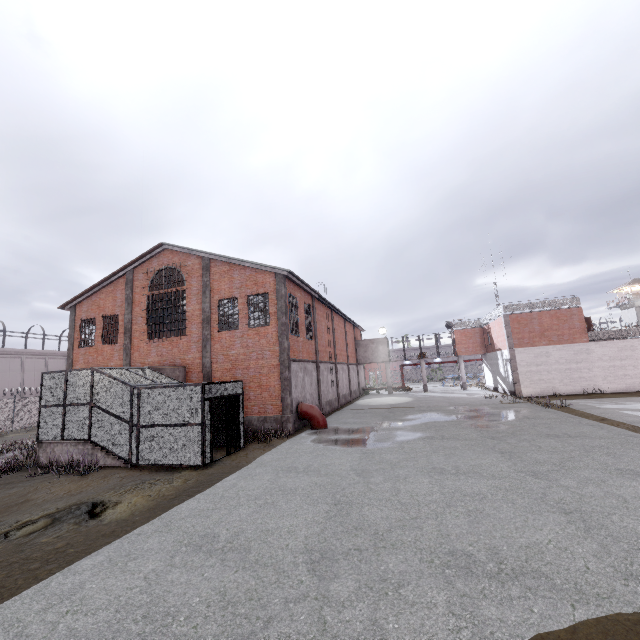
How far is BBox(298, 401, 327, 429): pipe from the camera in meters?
18.0 m

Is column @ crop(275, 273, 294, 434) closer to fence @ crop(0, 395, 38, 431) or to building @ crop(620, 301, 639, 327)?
fence @ crop(0, 395, 38, 431)

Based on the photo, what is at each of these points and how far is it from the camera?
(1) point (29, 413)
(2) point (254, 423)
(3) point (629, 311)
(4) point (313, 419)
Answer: (1) fence, 29.1m
(2) foundation, 17.8m
(3) building, 57.5m
(4) pipe, 18.1m

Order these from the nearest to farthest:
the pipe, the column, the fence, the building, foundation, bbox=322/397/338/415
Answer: the column, the pipe, foundation, bbox=322/397/338/415, the fence, the building

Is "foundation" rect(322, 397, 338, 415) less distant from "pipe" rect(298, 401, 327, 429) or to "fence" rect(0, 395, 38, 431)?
"pipe" rect(298, 401, 327, 429)

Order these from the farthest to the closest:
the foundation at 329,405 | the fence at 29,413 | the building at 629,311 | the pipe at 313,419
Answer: the building at 629,311
the fence at 29,413
the foundation at 329,405
the pipe at 313,419

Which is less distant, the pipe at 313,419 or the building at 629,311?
the pipe at 313,419

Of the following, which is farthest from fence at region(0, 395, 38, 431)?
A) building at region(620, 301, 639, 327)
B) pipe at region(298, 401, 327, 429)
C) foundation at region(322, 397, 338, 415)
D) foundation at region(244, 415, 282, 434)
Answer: pipe at region(298, 401, 327, 429)
